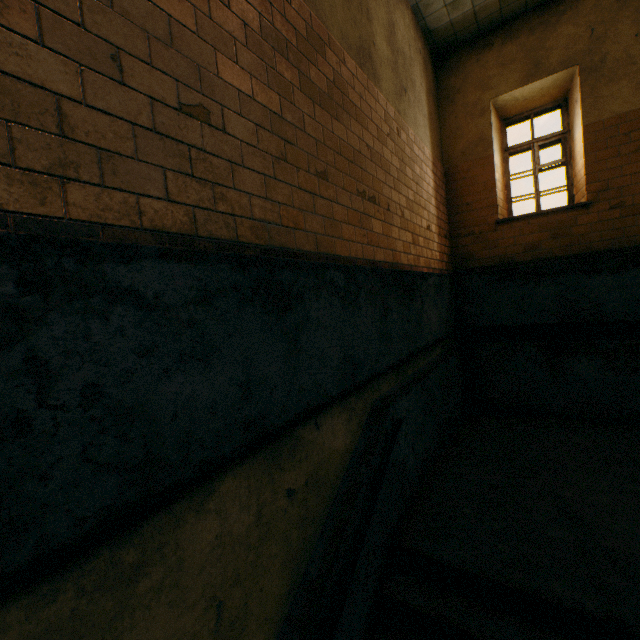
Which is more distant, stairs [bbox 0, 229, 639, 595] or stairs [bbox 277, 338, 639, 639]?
stairs [bbox 277, 338, 639, 639]

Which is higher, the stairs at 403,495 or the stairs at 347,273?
the stairs at 347,273

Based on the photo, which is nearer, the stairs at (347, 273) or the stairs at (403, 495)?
the stairs at (347, 273)

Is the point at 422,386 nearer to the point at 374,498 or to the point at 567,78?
the point at 374,498

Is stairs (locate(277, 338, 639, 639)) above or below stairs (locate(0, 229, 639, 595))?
below
